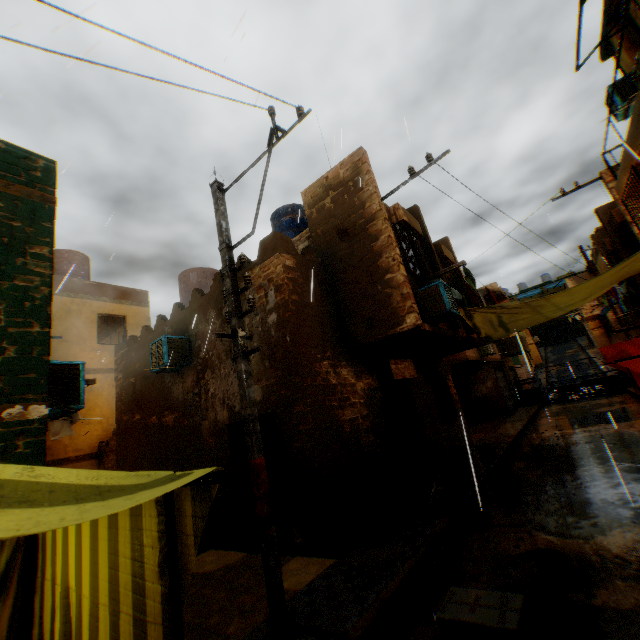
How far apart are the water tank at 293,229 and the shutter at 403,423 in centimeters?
580cm

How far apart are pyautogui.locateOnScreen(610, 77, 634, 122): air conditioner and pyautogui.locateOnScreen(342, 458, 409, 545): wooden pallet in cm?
1136

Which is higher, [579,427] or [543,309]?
[543,309]

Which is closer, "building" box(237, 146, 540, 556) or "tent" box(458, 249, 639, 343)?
"building" box(237, 146, 540, 556)

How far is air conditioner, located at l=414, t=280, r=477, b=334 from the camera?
7.7m

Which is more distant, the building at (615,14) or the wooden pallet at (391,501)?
the building at (615,14)

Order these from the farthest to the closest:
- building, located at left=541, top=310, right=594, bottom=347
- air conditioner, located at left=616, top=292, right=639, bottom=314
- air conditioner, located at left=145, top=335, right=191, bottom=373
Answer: building, located at left=541, top=310, right=594, bottom=347 < air conditioner, located at left=616, top=292, right=639, bottom=314 < air conditioner, located at left=145, top=335, right=191, bottom=373

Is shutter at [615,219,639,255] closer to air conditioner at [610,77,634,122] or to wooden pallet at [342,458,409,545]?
air conditioner at [610,77,634,122]
